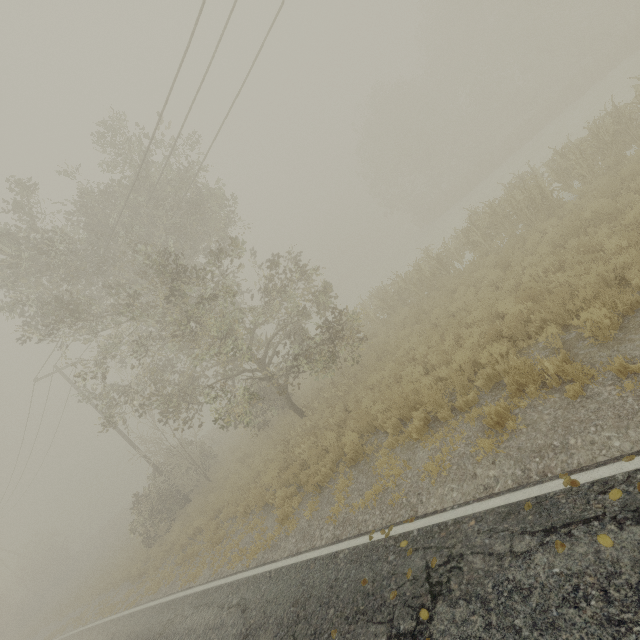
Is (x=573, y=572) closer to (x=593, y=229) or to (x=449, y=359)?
(x=449, y=359)

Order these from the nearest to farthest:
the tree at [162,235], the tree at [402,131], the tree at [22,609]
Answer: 1. the tree at [162,235]
2. the tree at [402,131]
3. the tree at [22,609]

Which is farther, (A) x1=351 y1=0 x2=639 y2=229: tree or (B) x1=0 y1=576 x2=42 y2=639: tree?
(B) x1=0 y1=576 x2=42 y2=639: tree

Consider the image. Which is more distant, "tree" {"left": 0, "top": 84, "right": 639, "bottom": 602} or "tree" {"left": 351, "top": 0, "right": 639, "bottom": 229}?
"tree" {"left": 351, "top": 0, "right": 639, "bottom": 229}

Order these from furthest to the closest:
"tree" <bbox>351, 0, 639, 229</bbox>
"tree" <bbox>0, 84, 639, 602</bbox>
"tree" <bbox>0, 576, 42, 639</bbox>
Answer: "tree" <bbox>0, 576, 42, 639</bbox>
"tree" <bbox>351, 0, 639, 229</bbox>
"tree" <bbox>0, 84, 639, 602</bbox>

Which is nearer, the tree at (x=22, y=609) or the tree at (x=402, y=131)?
the tree at (x=402, y=131)
